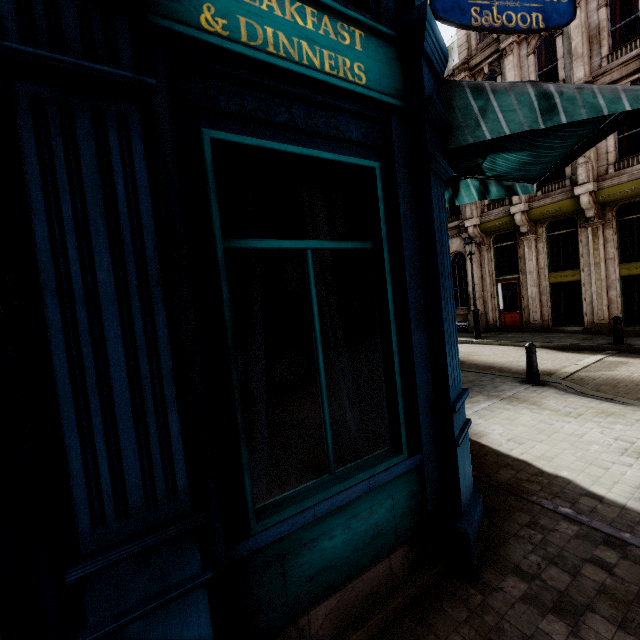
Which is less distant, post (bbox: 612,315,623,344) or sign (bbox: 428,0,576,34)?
sign (bbox: 428,0,576,34)

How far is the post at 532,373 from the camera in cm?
755

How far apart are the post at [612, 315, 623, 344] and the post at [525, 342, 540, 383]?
5.6m

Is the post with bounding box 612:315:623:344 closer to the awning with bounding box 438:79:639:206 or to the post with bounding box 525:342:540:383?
the post with bounding box 525:342:540:383

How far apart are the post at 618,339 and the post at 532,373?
5.6 meters

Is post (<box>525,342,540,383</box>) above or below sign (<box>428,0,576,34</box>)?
below

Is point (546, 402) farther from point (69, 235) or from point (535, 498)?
point (69, 235)
